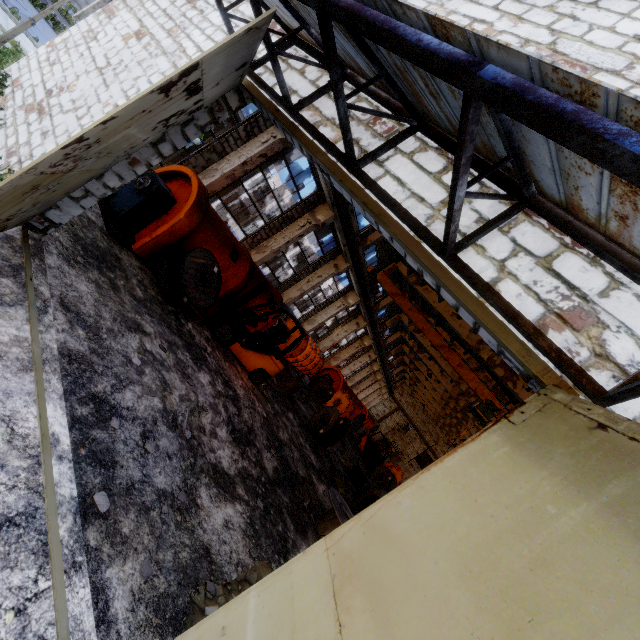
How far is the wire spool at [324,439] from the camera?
13.1 meters

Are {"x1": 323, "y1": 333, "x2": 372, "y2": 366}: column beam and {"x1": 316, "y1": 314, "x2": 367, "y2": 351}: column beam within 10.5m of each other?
yes

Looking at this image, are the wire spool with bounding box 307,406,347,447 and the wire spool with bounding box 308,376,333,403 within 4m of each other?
no

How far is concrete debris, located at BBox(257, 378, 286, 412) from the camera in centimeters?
1053cm

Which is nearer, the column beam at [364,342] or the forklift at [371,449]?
the forklift at [371,449]

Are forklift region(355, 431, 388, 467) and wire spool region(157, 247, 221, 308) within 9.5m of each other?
no

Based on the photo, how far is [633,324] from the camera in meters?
2.2 m

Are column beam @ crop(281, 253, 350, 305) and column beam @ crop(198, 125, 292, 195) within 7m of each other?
no
